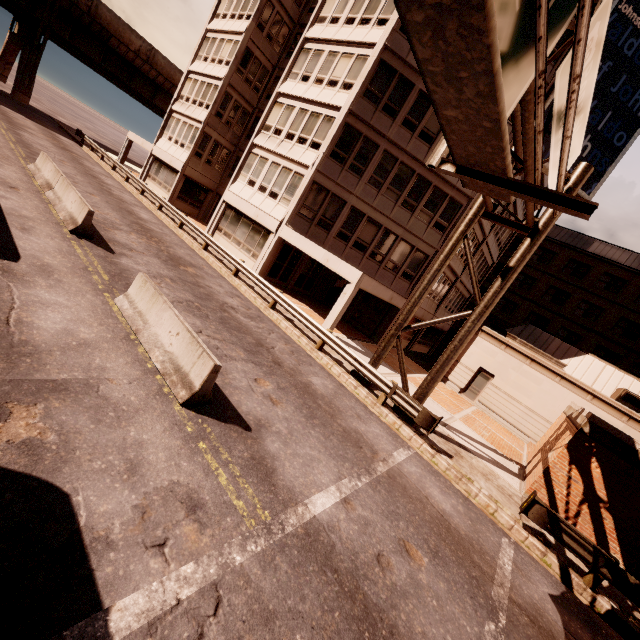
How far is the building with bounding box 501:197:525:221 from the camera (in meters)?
25.78

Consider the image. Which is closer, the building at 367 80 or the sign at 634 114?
the sign at 634 114

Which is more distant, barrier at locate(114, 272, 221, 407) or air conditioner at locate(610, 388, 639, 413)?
air conditioner at locate(610, 388, 639, 413)

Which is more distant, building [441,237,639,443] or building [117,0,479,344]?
building [441,237,639,443]

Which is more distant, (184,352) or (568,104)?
(184,352)

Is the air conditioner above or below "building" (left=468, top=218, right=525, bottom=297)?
below

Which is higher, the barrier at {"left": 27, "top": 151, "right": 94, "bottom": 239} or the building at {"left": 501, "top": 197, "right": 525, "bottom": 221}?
the building at {"left": 501, "top": 197, "right": 525, "bottom": 221}

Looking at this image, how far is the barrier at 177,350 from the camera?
6.2 meters
